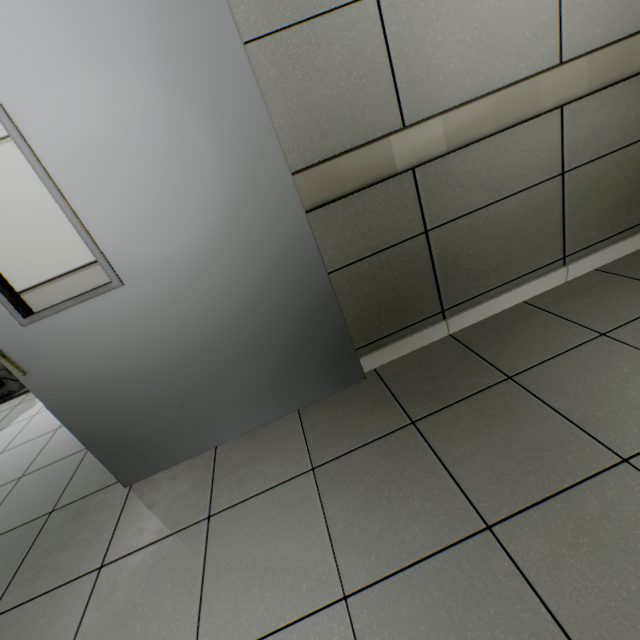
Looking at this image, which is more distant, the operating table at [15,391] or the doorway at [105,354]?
the operating table at [15,391]

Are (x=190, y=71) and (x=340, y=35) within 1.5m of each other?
yes

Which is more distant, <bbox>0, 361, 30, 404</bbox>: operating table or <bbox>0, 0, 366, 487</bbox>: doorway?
<bbox>0, 361, 30, 404</bbox>: operating table

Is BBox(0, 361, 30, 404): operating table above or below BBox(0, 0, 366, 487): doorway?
below

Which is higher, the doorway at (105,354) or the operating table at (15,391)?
the doorway at (105,354)
